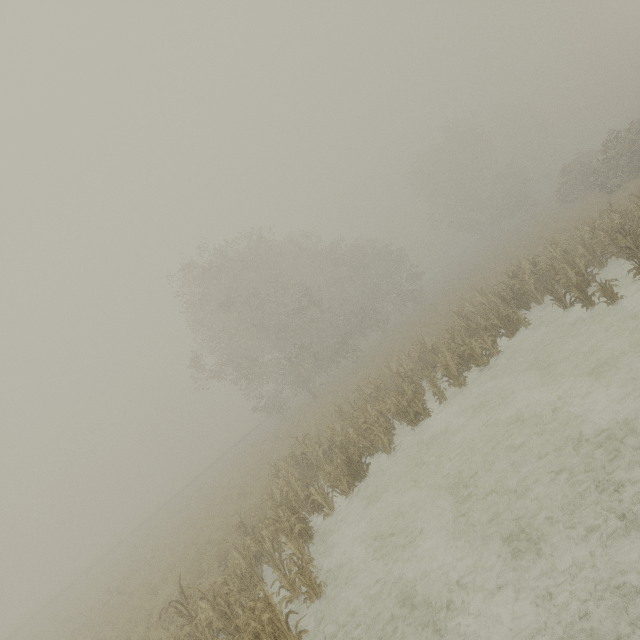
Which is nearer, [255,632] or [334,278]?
[255,632]
